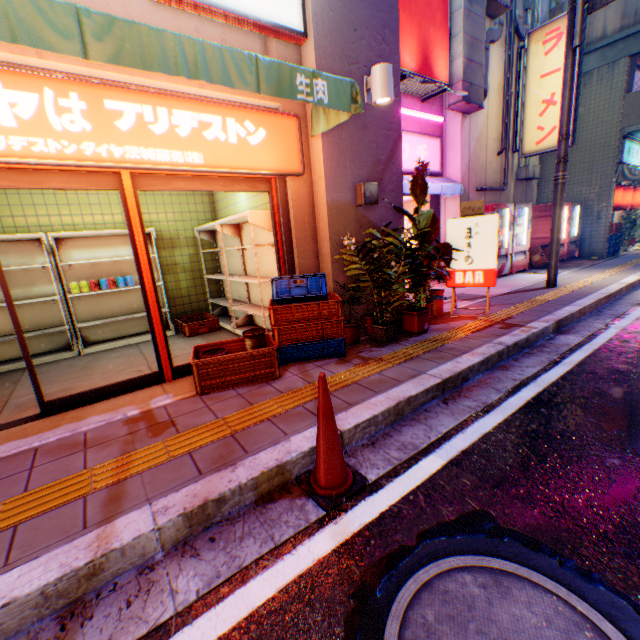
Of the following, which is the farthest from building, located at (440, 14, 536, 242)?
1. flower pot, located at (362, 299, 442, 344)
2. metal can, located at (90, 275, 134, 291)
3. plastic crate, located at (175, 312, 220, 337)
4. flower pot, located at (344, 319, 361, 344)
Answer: metal can, located at (90, 275, 134, 291)

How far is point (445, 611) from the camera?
1.49m

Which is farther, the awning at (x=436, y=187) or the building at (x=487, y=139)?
the building at (x=487, y=139)

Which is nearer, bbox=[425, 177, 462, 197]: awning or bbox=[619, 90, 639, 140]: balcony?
bbox=[425, 177, 462, 197]: awning

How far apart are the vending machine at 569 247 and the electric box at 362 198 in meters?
9.7

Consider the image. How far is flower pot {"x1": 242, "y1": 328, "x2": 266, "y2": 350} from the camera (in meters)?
3.89

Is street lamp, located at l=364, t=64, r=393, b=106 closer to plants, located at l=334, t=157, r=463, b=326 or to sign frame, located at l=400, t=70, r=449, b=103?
plants, located at l=334, t=157, r=463, b=326

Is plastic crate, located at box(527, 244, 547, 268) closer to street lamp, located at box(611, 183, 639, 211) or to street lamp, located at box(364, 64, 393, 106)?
street lamp, located at box(611, 183, 639, 211)
